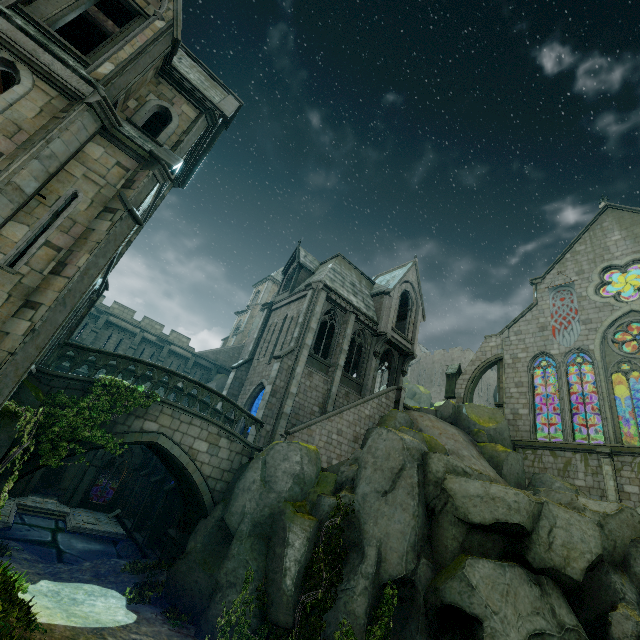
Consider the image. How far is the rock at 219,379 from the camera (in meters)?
34.69

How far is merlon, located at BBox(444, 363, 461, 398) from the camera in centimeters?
2865cm

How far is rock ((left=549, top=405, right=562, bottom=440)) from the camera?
29.1 meters

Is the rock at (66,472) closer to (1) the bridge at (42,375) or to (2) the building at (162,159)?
(2) the building at (162,159)

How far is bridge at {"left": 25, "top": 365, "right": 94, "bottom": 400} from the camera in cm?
1079

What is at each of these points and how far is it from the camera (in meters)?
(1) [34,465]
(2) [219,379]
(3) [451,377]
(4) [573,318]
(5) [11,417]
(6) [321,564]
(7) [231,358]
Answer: (1) bridge, 10.25
(2) rock, 35.28
(3) merlon, 29.42
(4) flag, 24.55
(5) rock, 8.36
(6) plant, 10.78
(7) stair, 38.25

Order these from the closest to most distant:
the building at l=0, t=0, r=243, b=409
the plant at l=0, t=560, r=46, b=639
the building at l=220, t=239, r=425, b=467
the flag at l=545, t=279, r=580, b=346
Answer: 1. the plant at l=0, t=560, r=46, b=639
2. the building at l=0, t=0, r=243, b=409
3. the building at l=220, t=239, r=425, b=467
4. the flag at l=545, t=279, r=580, b=346

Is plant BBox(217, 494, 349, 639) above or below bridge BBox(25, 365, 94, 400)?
below
